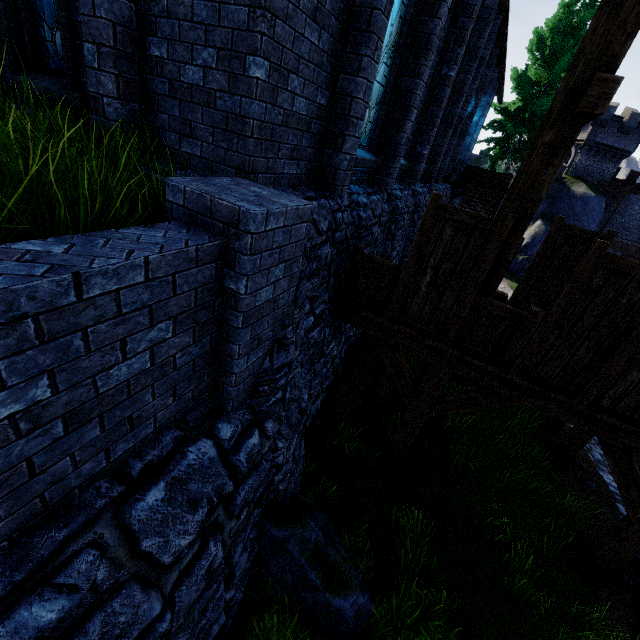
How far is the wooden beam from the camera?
3.31m

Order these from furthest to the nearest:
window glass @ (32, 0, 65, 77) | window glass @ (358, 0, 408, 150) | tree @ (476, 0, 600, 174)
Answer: tree @ (476, 0, 600, 174) < window glass @ (358, 0, 408, 150) < window glass @ (32, 0, 65, 77)

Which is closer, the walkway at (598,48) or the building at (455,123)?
the walkway at (598,48)

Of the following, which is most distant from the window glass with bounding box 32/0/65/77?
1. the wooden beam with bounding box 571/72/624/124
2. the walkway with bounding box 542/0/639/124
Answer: the wooden beam with bounding box 571/72/624/124

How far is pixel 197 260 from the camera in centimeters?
252cm

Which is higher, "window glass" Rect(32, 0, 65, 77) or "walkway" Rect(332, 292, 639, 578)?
"window glass" Rect(32, 0, 65, 77)

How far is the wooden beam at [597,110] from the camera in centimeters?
331cm

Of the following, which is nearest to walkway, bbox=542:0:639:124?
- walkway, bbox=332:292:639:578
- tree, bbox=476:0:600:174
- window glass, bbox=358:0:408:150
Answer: window glass, bbox=358:0:408:150
